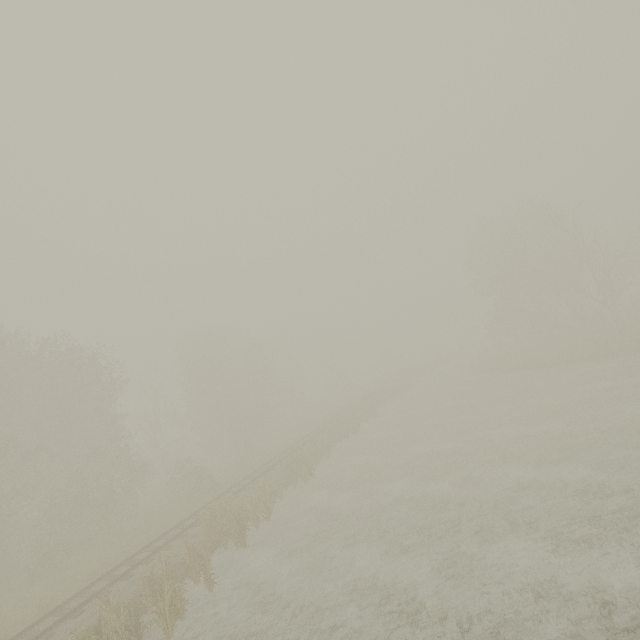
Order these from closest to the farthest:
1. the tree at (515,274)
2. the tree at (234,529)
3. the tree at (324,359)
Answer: the tree at (234,529) < the tree at (515,274) < the tree at (324,359)

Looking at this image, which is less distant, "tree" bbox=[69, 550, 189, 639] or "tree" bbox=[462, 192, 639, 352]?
"tree" bbox=[69, 550, 189, 639]

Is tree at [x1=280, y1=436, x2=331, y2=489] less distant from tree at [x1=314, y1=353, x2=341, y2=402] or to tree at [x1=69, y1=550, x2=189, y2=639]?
tree at [x1=69, y1=550, x2=189, y2=639]

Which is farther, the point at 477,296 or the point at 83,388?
the point at 477,296

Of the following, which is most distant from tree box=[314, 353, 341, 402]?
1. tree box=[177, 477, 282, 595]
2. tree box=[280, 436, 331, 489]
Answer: tree box=[177, 477, 282, 595]

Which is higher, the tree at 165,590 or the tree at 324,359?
the tree at 324,359

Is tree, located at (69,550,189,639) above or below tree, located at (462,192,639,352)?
below
